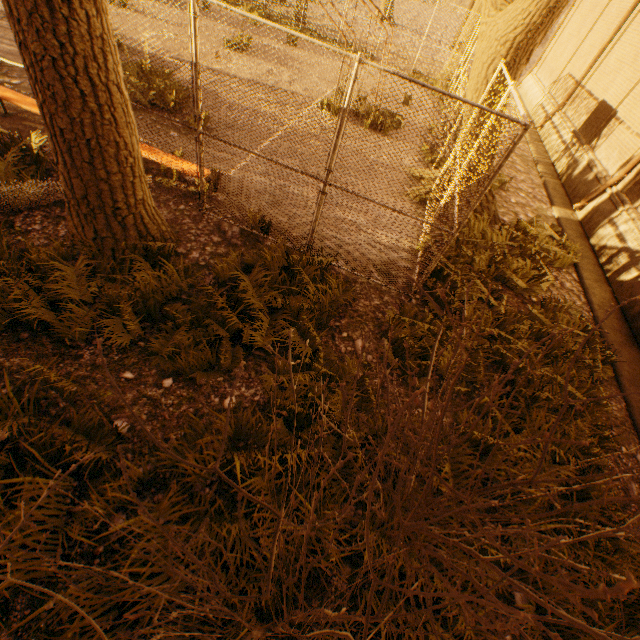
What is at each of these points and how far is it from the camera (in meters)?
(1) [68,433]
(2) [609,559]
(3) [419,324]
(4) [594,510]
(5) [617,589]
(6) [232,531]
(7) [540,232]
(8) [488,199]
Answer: (1) instancedfoliageactor, 2.88
(2) instancedfoliageactor, 3.64
(3) instancedfoliageactor, 5.07
(4) instancedfoliageactor, 3.97
(5) bush, 0.73
(6) instancedfoliageactor, 2.88
(7) instancedfoliageactor, 8.62
(8) tree, 8.12

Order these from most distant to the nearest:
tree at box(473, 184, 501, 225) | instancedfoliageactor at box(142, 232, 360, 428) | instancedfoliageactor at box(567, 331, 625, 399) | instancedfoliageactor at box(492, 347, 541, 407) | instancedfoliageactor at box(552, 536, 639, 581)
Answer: tree at box(473, 184, 501, 225) → instancedfoliageactor at box(567, 331, 625, 399) → instancedfoliageactor at box(492, 347, 541, 407) → instancedfoliageactor at box(142, 232, 360, 428) → instancedfoliageactor at box(552, 536, 639, 581)

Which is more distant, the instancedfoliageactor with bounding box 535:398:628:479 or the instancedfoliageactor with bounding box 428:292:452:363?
the instancedfoliageactor with bounding box 428:292:452:363

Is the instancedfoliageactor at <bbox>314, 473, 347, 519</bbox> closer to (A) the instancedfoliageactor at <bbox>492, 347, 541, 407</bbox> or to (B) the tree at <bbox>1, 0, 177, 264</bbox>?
(A) the instancedfoliageactor at <bbox>492, 347, 541, 407</bbox>

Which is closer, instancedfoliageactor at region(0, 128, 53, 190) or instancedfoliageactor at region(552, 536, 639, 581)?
instancedfoliageactor at region(552, 536, 639, 581)

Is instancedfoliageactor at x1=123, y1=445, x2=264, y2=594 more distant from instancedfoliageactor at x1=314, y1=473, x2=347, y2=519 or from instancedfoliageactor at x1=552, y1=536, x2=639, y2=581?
instancedfoliageactor at x1=552, y1=536, x2=639, y2=581

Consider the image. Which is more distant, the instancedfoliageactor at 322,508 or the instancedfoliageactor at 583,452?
the instancedfoliageactor at 583,452

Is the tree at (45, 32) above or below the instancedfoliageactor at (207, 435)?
above
